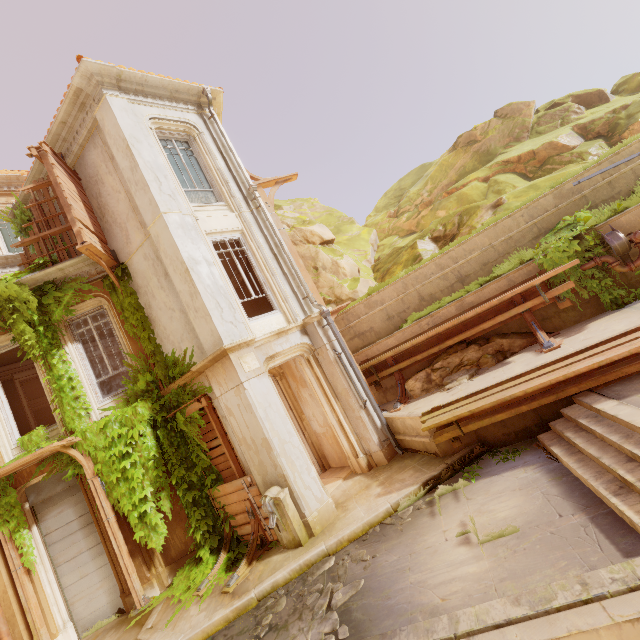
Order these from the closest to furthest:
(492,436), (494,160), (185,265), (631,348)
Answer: (631,348) < (492,436) < (185,265) < (494,160)

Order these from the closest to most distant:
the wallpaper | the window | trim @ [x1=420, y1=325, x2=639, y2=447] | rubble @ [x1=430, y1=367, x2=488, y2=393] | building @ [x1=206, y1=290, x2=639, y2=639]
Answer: building @ [x1=206, y1=290, x2=639, y2=639], trim @ [x1=420, y1=325, x2=639, y2=447], rubble @ [x1=430, y1=367, x2=488, y2=393], the wallpaper, the window

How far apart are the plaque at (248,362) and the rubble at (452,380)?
4.73m

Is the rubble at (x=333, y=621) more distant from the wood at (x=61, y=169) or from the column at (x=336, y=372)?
the wood at (x=61, y=169)

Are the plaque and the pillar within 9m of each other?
no

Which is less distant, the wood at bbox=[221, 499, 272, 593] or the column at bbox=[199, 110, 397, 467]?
the wood at bbox=[221, 499, 272, 593]

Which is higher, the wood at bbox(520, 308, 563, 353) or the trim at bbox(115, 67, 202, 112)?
the trim at bbox(115, 67, 202, 112)

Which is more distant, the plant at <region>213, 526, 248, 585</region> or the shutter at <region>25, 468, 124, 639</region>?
the shutter at <region>25, 468, 124, 639</region>
